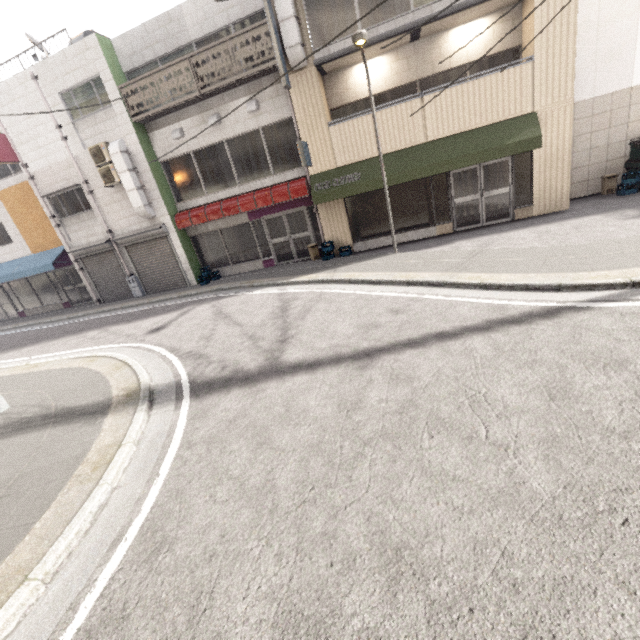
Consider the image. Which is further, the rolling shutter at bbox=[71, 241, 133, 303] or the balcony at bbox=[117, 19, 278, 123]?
the rolling shutter at bbox=[71, 241, 133, 303]

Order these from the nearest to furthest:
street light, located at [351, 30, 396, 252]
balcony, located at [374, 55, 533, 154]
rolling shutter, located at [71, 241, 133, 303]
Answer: street light, located at [351, 30, 396, 252] → balcony, located at [374, 55, 533, 154] → rolling shutter, located at [71, 241, 133, 303]

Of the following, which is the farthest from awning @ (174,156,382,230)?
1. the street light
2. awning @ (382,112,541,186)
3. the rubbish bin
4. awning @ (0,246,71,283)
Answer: the rubbish bin

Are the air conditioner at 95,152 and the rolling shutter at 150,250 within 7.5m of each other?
yes

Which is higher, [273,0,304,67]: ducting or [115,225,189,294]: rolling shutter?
[273,0,304,67]: ducting

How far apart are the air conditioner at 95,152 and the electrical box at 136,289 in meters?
3.7 m

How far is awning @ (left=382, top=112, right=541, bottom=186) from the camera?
9.39m

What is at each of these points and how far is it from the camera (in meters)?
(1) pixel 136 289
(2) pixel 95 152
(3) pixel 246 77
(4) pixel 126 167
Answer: (1) electrical box, 14.57
(2) air conditioner, 12.08
(3) balcony, 10.47
(4) ducting, 11.97
